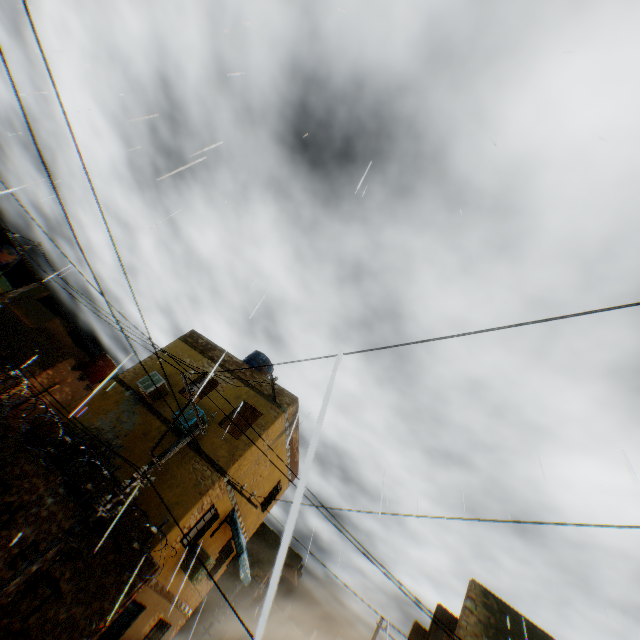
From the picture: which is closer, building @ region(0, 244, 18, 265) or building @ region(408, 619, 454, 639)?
building @ region(408, 619, 454, 639)

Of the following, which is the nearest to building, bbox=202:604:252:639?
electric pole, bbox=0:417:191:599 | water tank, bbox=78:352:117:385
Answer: water tank, bbox=78:352:117:385

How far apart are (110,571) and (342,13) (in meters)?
13.68

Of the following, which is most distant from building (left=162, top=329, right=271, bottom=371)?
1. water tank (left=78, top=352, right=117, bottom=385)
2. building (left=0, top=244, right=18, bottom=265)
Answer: building (left=0, top=244, right=18, bottom=265)

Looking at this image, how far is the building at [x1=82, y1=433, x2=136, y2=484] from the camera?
10.79m

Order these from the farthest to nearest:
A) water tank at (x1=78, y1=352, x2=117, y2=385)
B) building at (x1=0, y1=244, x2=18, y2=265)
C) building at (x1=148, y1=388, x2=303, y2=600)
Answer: building at (x1=0, y1=244, x2=18, y2=265), water tank at (x1=78, y1=352, x2=117, y2=385), building at (x1=148, y1=388, x2=303, y2=600)

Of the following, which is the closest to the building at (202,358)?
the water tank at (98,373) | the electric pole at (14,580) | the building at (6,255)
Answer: the water tank at (98,373)

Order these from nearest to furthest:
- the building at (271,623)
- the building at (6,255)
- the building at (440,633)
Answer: the building at (271,623) → the building at (440,633) → the building at (6,255)
